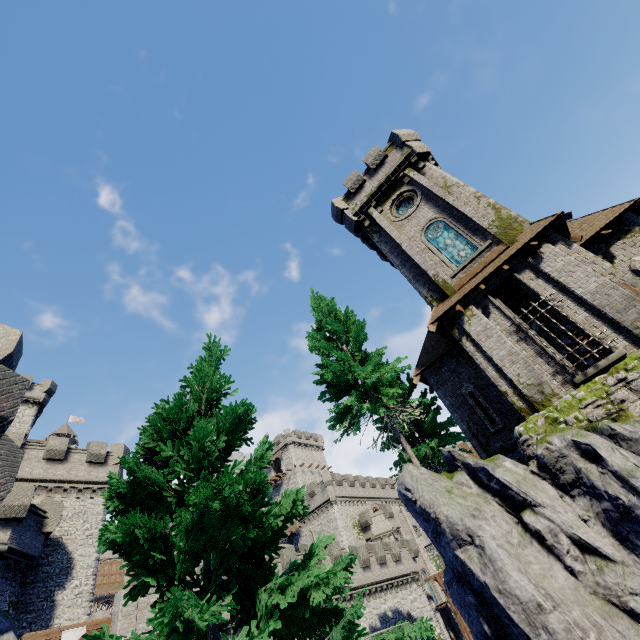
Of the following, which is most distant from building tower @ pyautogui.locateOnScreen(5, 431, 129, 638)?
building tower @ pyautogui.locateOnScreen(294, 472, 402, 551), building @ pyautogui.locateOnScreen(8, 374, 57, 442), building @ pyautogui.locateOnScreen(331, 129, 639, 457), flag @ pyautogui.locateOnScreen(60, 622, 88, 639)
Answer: building tower @ pyautogui.locateOnScreen(294, 472, 402, 551)

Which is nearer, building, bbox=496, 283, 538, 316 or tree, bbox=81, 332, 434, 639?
tree, bbox=81, 332, 434, 639

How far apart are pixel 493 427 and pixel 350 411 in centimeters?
677cm

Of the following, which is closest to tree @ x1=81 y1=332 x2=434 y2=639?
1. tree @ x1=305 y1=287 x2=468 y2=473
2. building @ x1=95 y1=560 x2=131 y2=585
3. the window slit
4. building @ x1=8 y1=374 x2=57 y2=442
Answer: tree @ x1=305 y1=287 x2=468 y2=473

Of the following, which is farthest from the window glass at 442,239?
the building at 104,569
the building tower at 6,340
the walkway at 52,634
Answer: the building at 104,569

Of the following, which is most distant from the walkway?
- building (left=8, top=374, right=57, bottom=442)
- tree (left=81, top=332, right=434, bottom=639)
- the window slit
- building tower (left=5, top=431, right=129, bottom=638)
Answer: the window slit

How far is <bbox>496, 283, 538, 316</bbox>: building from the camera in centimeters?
1711cm

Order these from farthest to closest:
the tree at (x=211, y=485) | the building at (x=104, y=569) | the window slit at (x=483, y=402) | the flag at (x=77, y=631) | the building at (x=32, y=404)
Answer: the building at (x=104, y=569) < the building at (x=32, y=404) < the flag at (x=77, y=631) < the window slit at (x=483, y=402) < the tree at (x=211, y=485)
